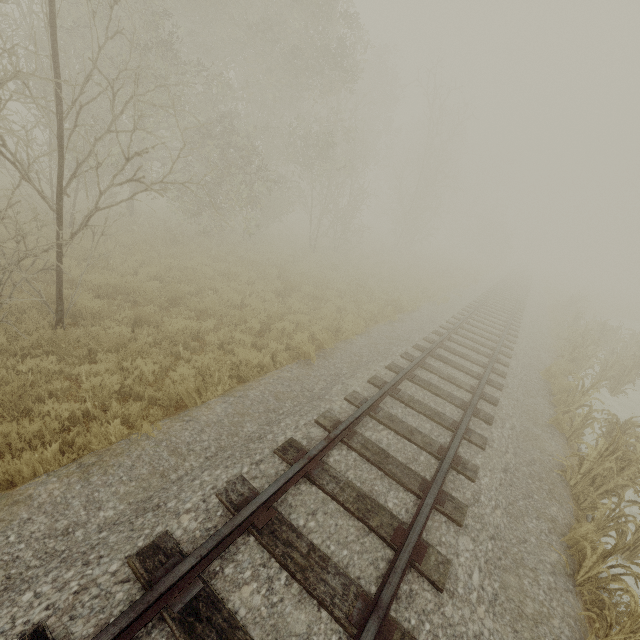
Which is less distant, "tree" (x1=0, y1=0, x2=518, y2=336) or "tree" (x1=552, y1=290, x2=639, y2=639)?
"tree" (x1=552, y1=290, x2=639, y2=639)

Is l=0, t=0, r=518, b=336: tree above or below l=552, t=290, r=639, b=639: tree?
above

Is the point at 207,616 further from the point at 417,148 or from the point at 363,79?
the point at 417,148

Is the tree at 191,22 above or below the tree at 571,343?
above

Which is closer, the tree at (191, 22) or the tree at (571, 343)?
the tree at (571, 343)
